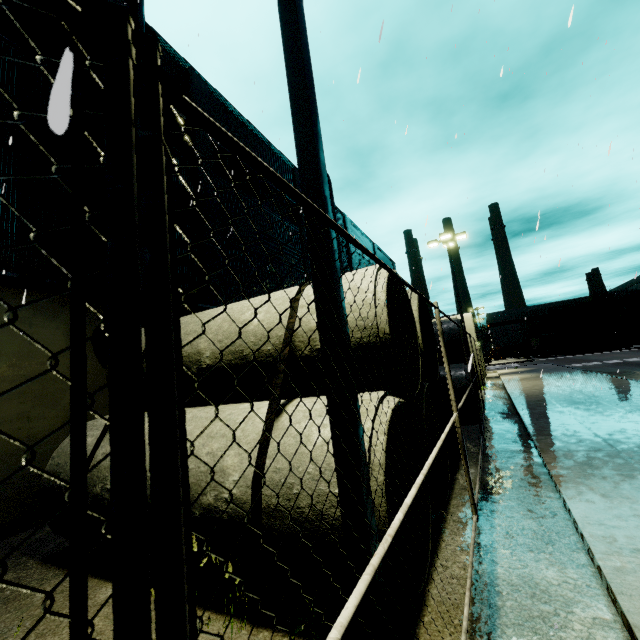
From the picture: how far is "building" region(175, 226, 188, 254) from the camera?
10.99m

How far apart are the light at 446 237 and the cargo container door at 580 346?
44.28m

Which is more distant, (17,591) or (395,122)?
(395,122)

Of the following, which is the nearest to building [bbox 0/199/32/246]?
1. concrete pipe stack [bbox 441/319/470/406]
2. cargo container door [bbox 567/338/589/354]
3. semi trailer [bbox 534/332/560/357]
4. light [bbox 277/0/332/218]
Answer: semi trailer [bbox 534/332/560/357]

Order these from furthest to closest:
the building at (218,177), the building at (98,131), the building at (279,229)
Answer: the building at (279,229) < the building at (218,177) < the building at (98,131)

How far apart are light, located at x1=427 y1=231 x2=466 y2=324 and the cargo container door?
44.28m

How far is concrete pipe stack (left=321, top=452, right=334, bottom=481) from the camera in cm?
291
